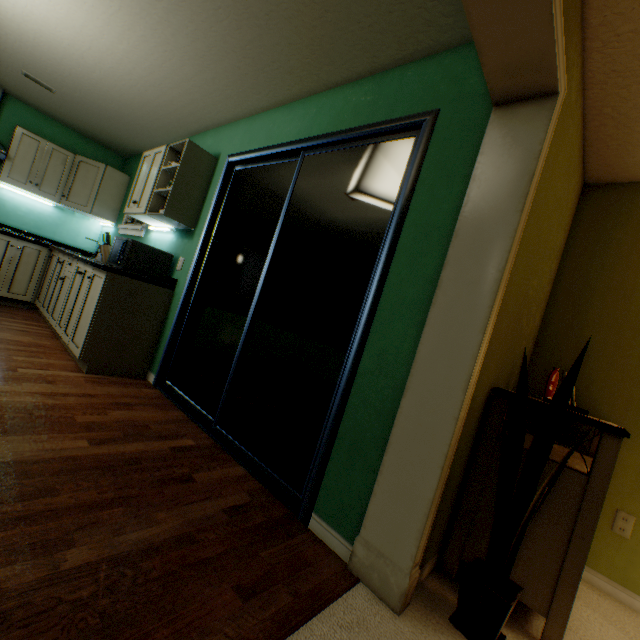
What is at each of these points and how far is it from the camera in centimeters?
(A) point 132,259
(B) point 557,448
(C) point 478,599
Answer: (A) microwave oven, 280cm
(B) dresser, 181cm
(C) plant, 119cm

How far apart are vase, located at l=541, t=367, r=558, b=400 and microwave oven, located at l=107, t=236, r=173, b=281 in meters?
3.1 m

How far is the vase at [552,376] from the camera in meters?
1.7

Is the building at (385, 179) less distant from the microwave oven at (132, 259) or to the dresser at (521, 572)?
the dresser at (521, 572)

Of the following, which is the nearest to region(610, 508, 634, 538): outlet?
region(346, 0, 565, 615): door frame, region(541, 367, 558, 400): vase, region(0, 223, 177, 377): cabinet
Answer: region(541, 367, 558, 400): vase

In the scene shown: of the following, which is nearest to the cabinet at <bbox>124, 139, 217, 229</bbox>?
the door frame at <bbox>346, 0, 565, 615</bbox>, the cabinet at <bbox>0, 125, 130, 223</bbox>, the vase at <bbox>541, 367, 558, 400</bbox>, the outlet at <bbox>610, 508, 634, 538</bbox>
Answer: the cabinet at <bbox>0, 125, 130, 223</bbox>

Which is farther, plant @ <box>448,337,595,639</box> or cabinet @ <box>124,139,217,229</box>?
cabinet @ <box>124,139,217,229</box>

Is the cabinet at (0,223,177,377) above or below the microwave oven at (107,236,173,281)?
below
